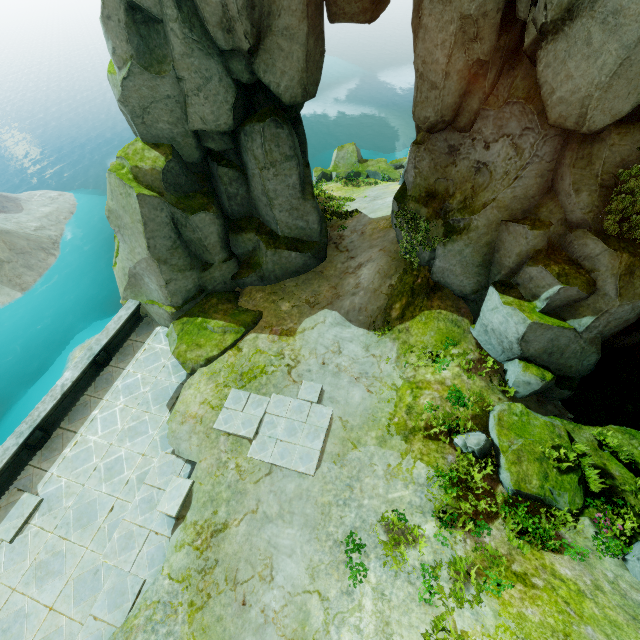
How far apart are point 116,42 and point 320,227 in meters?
9.8

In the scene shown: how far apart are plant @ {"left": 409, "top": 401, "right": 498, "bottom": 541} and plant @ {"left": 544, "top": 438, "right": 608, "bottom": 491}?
1.9 meters

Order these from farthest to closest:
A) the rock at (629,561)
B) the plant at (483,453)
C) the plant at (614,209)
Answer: the plant at (483,453) → the plant at (614,209) → the rock at (629,561)

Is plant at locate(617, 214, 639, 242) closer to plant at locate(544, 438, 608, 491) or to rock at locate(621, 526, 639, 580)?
rock at locate(621, 526, 639, 580)

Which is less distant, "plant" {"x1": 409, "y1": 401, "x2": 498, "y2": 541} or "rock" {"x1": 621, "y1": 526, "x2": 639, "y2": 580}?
"rock" {"x1": 621, "y1": 526, "x2": 639, "y2": 580}

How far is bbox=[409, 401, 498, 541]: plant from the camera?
8.8 meters

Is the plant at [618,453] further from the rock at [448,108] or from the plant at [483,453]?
the plant at [483,453]

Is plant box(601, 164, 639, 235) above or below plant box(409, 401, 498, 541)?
above
